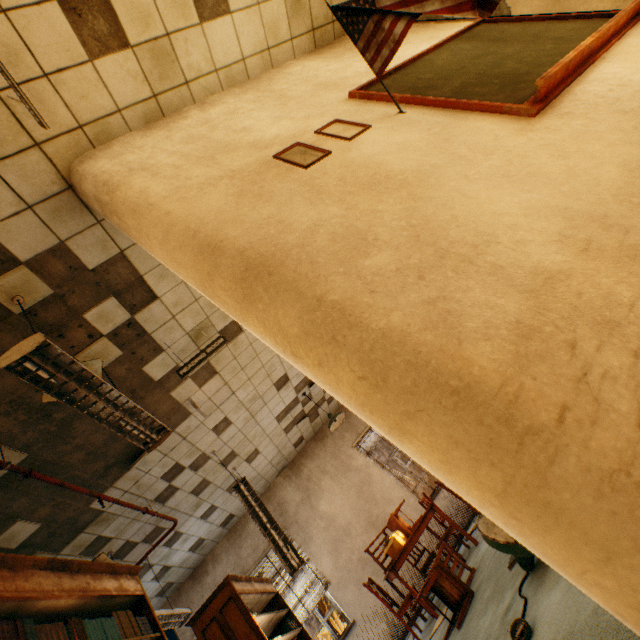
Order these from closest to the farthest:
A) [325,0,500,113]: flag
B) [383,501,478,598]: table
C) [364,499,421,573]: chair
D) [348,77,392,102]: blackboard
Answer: [325,0,500,113]: flag, [348,77,392,102]: blackboard, [383,501,478,598]: table, [364,499,421,573]: chair

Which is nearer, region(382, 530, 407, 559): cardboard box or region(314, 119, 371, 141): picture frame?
region(314, 119, 371, 141): picture frame

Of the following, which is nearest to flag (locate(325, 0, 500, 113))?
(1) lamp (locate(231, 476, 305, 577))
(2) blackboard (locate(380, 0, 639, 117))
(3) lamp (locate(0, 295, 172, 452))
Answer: (2) blackboard (locate(380, 0, 639, 117))

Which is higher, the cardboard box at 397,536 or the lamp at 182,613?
the lamp at 182,613

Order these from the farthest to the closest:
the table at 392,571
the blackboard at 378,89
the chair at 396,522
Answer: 1. the chair at 396,522
2. the table at 392,571
3. the blackboard at 378,89

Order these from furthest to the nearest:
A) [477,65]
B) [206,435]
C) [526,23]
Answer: [206,435]
[526,23]
[477,65]

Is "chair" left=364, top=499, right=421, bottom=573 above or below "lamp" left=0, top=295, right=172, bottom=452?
below

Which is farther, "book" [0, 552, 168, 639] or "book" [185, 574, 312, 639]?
"book" [185, 574, 312, 639]
